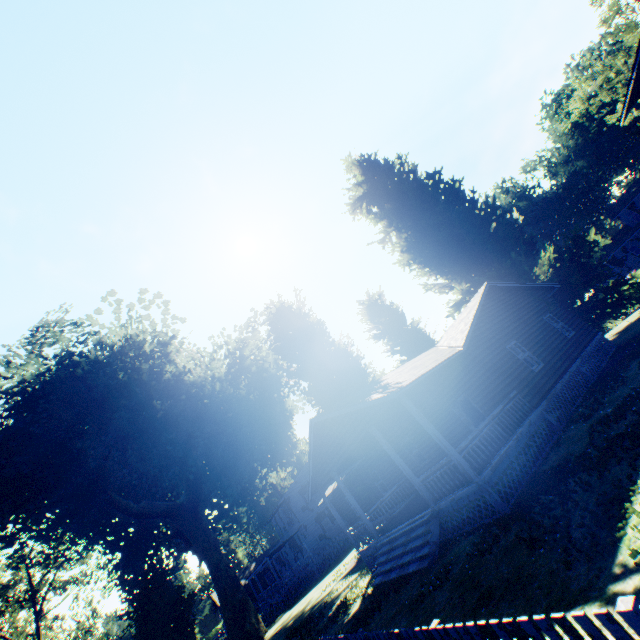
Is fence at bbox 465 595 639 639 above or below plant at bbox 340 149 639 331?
below

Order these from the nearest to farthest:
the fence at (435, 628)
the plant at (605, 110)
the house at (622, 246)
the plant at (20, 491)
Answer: the fence at (435, 628), the plant at (20, 491), the house at (622, 246), the plant at (605, 110)

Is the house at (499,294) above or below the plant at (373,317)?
below

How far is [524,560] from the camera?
6.5 meters

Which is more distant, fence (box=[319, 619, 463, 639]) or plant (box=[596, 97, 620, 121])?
plant (box=[596, 97, 620, 121])

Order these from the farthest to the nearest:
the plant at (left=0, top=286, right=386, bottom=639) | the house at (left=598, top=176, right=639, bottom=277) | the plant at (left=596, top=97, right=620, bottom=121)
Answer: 1. the plant at (left=596, top=97, right=620, bottom=121)
2. the house at (left=598, top=176, right=639, bottom=277)
3. the plant at (left=0, top=286, right=386, bottom=639)

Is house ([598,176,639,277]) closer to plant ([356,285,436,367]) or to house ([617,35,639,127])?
plant ([356,285,436,367])
